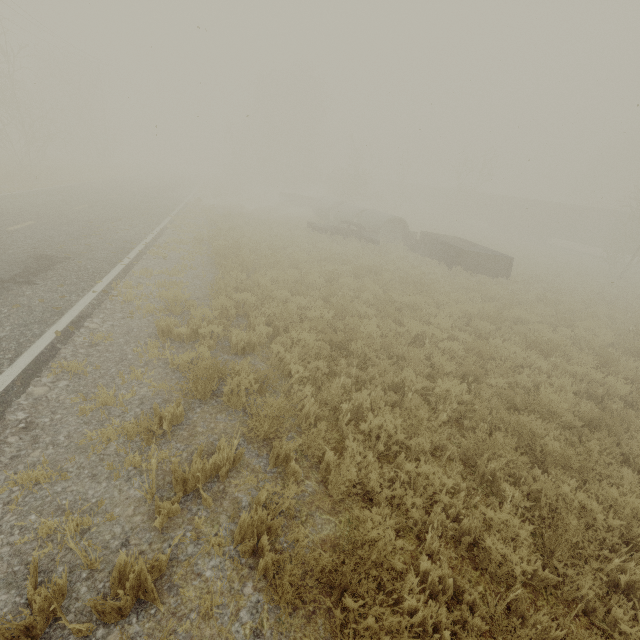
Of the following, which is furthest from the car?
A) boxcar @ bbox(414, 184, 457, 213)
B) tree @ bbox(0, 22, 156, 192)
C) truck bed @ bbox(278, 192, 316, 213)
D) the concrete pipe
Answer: boxcar @ bbox(414, 184, 457, 213)

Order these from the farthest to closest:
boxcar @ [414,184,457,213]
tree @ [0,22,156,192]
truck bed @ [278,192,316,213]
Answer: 1. boxcar @ [414,184,457,213]
2. truck bed @ [278,192,316,213]
3. tree @ [0,22,156,192]

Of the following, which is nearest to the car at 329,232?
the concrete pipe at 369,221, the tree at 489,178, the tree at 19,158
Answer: the concrete pipe at 369,221

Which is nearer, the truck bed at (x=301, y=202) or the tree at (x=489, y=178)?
the truck bed at (x=301, y=202)

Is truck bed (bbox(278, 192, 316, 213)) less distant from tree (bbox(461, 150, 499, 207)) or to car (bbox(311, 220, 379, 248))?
car (bbox(311, 220, 379, 248))

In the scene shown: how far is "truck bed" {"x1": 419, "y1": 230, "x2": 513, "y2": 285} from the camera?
16.0m

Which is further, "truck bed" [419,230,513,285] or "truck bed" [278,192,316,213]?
"truck bed" [278,192,316,213]

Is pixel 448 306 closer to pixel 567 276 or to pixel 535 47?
pixel 567 276
